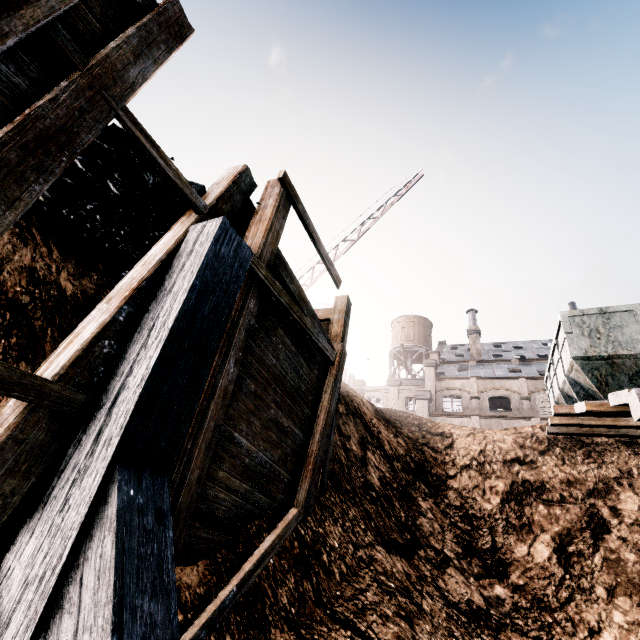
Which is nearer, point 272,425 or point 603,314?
point 272,425

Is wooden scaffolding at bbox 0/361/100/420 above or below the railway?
below

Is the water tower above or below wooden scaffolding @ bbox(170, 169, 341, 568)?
above

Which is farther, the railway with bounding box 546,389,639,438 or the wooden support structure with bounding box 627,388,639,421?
the railway with bounding box 546,389,639,438

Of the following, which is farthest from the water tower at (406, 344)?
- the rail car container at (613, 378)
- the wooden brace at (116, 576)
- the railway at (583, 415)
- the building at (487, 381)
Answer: the wooden brace at (116, 576)

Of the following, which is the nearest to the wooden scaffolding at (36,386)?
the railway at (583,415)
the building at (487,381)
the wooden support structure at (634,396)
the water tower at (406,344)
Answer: the railway at (583,415)

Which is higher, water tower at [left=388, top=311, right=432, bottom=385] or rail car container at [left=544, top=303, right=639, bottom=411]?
water tower at [left=388, top=311, right=432, bottom=385]

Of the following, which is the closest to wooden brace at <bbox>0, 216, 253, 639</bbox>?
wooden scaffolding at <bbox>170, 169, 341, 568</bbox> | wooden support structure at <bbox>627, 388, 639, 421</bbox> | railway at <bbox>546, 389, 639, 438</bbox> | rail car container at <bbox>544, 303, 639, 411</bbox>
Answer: wooden scaffolding at <bbox>170, 169, 341, 568</bbox>
